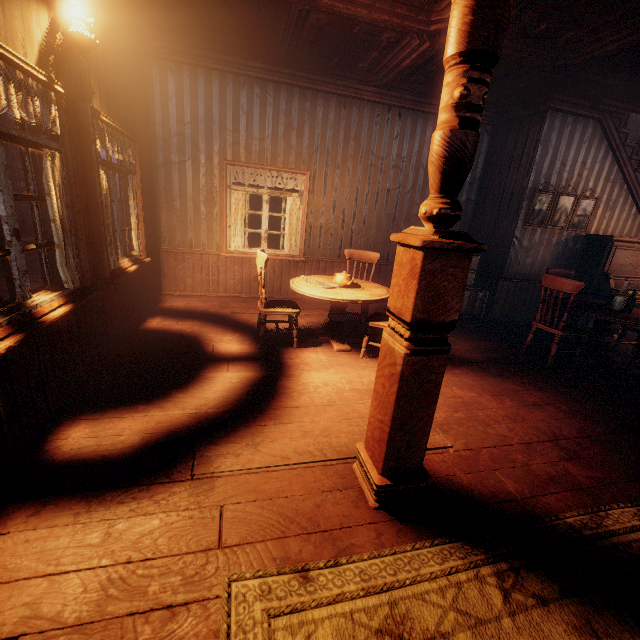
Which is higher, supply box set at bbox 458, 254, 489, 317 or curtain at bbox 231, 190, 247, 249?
curtain at bbox 231, 190, 247, 249

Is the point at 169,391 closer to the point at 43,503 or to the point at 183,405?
the point at 183,405

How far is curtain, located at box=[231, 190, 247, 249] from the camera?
5.82m

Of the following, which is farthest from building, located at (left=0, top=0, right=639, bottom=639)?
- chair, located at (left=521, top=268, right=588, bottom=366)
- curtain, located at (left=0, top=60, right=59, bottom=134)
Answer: chair, located at (left=521, top=268, right=588, bottom=366)

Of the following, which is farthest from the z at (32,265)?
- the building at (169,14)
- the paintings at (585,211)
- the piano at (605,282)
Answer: the paintings at (585,211)

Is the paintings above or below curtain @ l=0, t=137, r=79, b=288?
above

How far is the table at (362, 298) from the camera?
3.8 meters

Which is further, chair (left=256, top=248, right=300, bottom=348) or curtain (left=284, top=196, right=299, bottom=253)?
curtain (left=284, top=196, right=299, bottom=253)
